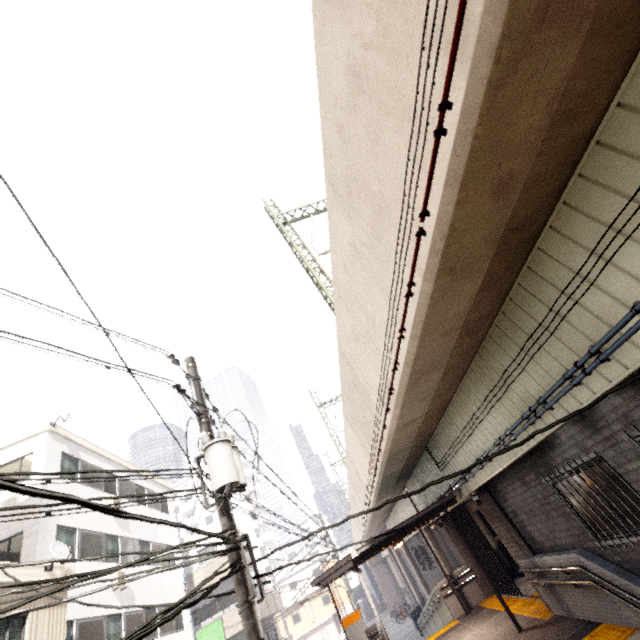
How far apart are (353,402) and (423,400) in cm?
376

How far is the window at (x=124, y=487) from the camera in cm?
1688

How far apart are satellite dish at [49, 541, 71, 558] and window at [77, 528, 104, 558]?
3.3m

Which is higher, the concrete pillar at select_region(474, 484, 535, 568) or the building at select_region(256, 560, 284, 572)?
the building at select_region(256, 560, 284, 572)

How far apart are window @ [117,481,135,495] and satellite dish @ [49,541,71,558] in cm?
694

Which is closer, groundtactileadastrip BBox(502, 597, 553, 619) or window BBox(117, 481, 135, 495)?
groundtactileadastrip BBox(502, 597, 553, 619)

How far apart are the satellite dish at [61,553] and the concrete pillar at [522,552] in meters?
12.4 m

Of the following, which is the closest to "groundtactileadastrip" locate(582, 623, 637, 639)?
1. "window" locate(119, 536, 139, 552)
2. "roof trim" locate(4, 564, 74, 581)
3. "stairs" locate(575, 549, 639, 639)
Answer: "stairs" locate(575, 549, 639, 639)
